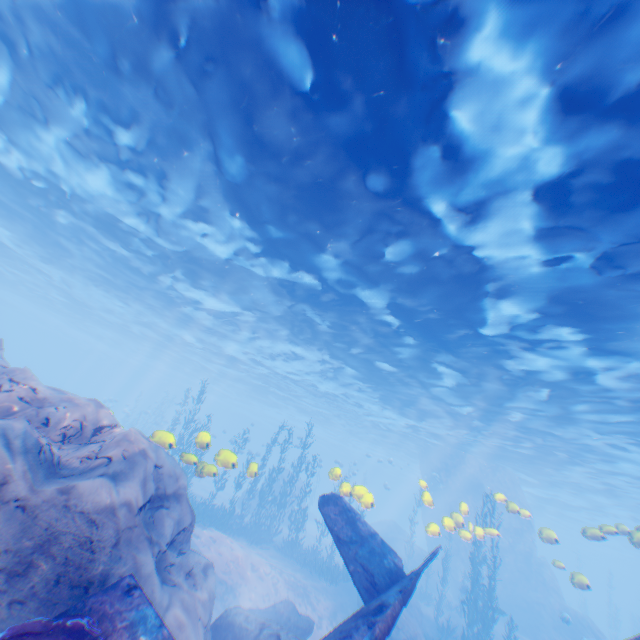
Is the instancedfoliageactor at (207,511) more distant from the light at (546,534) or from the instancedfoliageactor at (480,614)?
the instancedfoliageactor at (480,614)

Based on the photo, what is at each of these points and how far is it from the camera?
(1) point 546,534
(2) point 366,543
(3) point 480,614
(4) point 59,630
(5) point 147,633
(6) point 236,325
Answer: (1) light, 12.5m
(2) plane, 7.7m
(3) instancedfoliageactor, 18.7m
(4) instancedfoliageactor, 3.4m
(5) plane, 4.0m
(6) light, 25.2m

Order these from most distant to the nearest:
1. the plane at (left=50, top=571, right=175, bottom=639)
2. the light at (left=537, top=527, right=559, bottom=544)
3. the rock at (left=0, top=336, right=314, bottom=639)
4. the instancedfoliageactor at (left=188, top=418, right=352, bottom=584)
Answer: the instancedfoliageactor at (left=188, top=418, right=352, bottom=584), the light at (left=537, top=527, right=559, bottom=544), the rock at (left=0, top=336, right=314, bottom=639), the plane at (left=50, top=571, right=175, bottom=639)

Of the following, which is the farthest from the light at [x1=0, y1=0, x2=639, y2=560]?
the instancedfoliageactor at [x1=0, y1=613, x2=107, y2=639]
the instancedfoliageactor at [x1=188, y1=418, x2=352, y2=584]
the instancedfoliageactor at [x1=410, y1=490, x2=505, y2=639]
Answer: the instancedfoliageactor at [x1=410, y1=490, x2=505, y2=639]

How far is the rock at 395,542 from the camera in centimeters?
3074cm

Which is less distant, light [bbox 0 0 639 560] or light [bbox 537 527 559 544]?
light [bbox 0 0 639 560]

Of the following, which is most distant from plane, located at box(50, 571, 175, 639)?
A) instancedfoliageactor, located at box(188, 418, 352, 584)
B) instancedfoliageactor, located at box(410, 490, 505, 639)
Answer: instancedfoliageactor, located at box(410, 490, 505, 639)

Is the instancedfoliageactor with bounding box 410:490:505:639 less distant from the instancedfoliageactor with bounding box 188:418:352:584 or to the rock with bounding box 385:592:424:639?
the rock with bounding box 385:592:424:639
